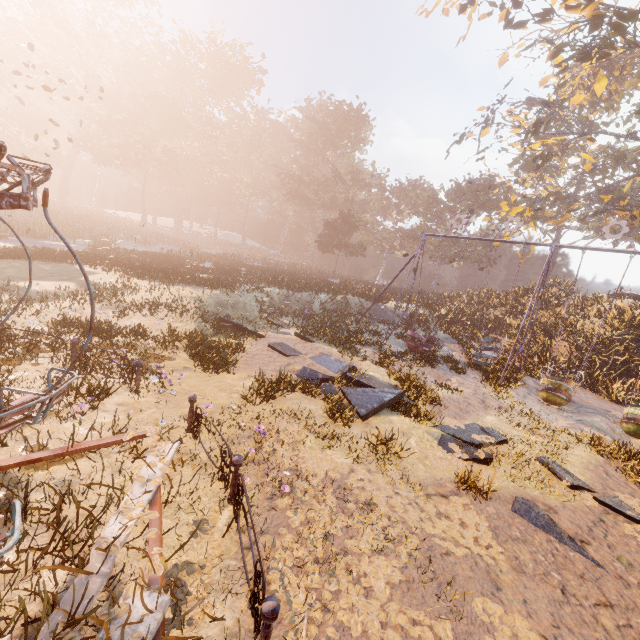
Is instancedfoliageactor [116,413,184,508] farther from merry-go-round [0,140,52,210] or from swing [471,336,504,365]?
swing [471,336,504,365]

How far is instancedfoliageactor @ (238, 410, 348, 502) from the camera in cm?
522

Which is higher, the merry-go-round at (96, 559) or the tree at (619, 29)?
the tree at (619, 29)

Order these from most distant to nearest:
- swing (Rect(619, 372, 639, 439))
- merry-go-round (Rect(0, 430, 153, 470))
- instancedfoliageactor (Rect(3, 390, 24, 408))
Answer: swing (Rect(619, 372, 639, 439))
instancedfoliageactor (Rect(3, 390, 24, 408))
merry-go-round (Rect(0, 430, 153, 470))

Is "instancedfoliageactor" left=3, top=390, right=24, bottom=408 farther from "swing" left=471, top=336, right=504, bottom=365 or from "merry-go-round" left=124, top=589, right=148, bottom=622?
"swing" left=471, top=336, right=504, bottom=365

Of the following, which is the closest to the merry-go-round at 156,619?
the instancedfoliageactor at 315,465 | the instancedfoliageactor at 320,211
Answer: the instancedfoliageactor at 315,465

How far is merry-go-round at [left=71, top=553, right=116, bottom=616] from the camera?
2.51m

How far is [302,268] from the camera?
46.7 meters
